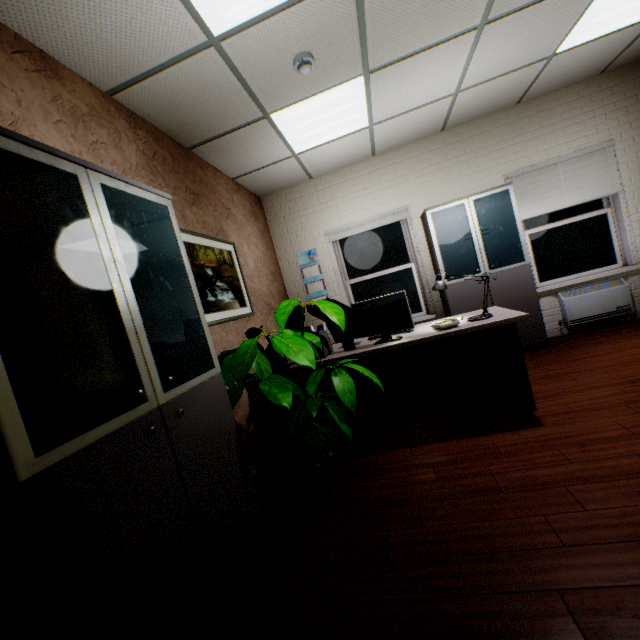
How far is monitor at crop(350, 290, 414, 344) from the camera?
2.85m

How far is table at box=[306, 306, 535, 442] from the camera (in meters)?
2.66

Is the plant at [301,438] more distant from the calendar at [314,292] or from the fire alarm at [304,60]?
the calendar at [314,292]

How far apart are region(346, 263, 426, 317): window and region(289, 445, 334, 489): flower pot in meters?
3.1 m

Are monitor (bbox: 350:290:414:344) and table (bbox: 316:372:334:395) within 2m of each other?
yes

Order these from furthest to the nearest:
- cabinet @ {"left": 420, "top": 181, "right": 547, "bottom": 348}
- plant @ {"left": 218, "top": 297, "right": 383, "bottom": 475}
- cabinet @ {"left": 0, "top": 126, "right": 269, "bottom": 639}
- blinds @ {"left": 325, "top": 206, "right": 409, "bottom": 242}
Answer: blinds @ {"left": 325, "top": 206, "right": 409, "bottom": 242}, cabinet @ {"left": 420, "top": 181, "right": 547, "bottom": 348}, plant @ {"left": 218, "top": 297, "right": 383, "bottom": 475}, cabinet @ {"left": 0, "top": 126, "right": 269, "bottom": 639}

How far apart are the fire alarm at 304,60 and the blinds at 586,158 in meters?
3.3 m

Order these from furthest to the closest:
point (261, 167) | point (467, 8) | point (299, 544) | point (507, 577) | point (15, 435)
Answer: point (261, 167), point (467, 8), point (299, 544), point (507, 577), point (15, 435)
